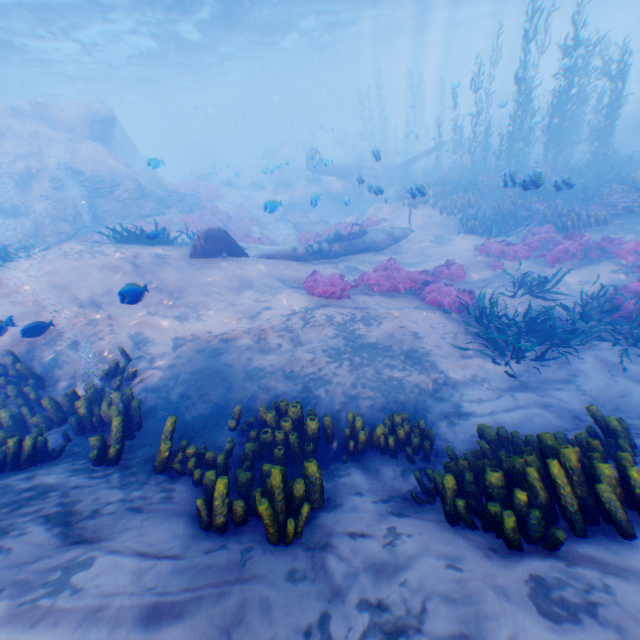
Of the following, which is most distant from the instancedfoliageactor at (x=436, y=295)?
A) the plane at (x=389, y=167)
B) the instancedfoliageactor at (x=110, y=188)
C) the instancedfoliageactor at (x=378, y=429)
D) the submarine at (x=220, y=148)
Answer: the submarine at (x=220, y=148)

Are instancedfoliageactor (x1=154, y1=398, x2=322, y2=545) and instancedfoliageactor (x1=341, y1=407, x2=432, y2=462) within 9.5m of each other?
yes

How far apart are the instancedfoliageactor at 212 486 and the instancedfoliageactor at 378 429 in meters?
1.2 m

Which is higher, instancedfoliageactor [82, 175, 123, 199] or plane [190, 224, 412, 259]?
instancedfoliageactor [82, 175, 123, 199]

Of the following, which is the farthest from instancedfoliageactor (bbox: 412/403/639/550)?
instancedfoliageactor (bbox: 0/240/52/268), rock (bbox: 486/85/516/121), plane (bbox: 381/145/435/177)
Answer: instancedfoliageactor (bbox: 0/240/52/268)

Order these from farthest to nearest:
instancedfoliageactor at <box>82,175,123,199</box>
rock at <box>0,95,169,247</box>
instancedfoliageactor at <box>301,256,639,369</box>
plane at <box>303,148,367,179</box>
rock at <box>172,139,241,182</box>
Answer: rock at <box>172,139,241,182</box> < plane at <box>303,148,367,179</box> < instancedfoliageactor at <box>82,175,123,199</box> < rock at <box>0,95,169,247</box> < instancedfoliageactor at <box>301,256,639,369</box>

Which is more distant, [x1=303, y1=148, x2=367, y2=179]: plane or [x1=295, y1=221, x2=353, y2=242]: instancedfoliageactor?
[x1=303, y1=148, x2=367, y2=179]: plane

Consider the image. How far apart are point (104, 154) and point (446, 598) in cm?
2596
